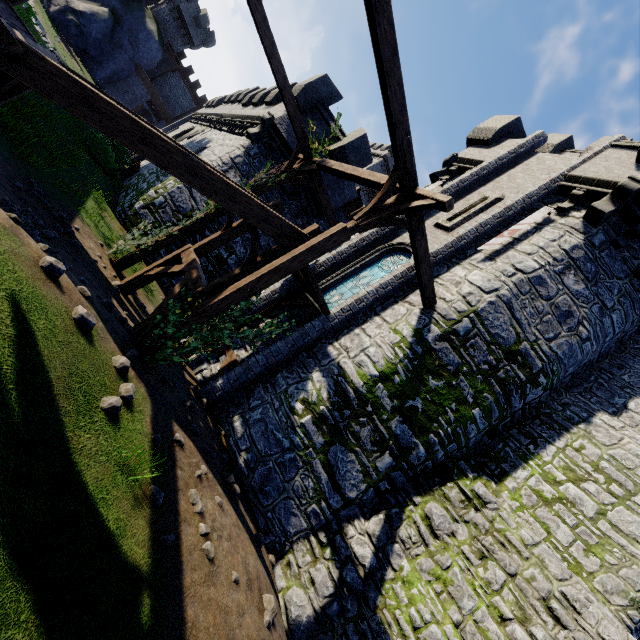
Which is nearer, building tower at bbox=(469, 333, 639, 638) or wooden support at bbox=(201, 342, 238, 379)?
building tower at bbox=(469, 333, 639, 638)

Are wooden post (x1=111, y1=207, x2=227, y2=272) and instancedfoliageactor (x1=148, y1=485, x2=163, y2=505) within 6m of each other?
no

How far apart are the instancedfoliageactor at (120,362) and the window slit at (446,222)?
10.62m

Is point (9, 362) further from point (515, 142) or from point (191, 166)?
point (515, 142)

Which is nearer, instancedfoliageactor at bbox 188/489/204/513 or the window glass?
instancedfoliageactor at bbox 188/489/204/513

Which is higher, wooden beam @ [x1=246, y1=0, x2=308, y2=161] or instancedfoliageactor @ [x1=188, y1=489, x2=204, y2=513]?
wooden beam @ [x1=246, y1=0, x2=308, y2=161]

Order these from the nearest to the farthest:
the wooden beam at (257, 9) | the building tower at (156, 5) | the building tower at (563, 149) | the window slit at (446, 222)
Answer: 1. the wooden beam at (257, 9)
2. the window slit at (446, 222)
3. the building tower at (563, 149)
4. the building tower at (156, 5)

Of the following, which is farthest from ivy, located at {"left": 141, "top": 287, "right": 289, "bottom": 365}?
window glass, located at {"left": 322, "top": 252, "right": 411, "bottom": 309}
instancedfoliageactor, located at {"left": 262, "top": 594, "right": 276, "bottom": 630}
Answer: instancedfoliageactor, located at {"left": 262, "top": 594, "right": 276, "bottom": 630}
